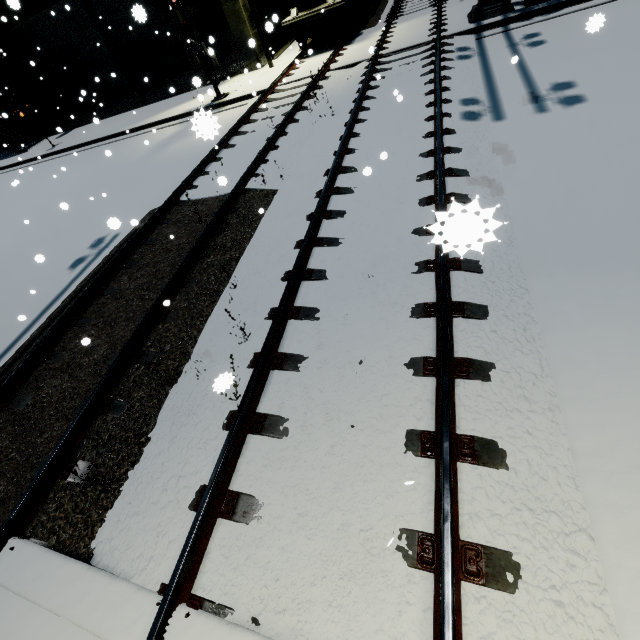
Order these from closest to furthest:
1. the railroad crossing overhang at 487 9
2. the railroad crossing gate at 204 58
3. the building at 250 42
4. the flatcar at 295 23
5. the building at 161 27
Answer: the railroad crossing overhang at 487 9 → the railroad crossing gate at 204 58 → the flatcar at 295 23 → the building at 250 42 → the building at 161 27

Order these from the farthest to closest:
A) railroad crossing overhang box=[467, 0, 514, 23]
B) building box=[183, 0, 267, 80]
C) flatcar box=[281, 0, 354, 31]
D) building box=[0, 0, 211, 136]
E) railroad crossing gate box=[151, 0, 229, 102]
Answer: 1. building box=[0, 0, 211, 136]
2. building box=[183, 0, 267, 80]
3. flatcar box=[281, 0, 354, 31]
4. railroad crossing gate box=[151, 0, 229, 102]
5. railroad crossing overhang box=[467, 0, 514, 23]

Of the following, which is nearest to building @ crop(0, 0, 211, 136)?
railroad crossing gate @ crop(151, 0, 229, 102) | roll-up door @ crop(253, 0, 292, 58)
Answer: Result: roll-up door @ crop(253, 0, 292, 58)

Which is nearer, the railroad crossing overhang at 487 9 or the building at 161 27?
the railroad crossing overhang at 487 9

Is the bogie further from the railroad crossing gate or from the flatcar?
the railroad crossing gate

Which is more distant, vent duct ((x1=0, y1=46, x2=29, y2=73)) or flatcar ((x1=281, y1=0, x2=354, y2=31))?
vent duct ((x1=0, y1=46, x2=29, y2=73))

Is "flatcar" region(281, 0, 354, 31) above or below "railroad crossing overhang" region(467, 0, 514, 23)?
above

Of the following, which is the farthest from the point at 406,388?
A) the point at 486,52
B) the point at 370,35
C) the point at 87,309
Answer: the point at 370,35
